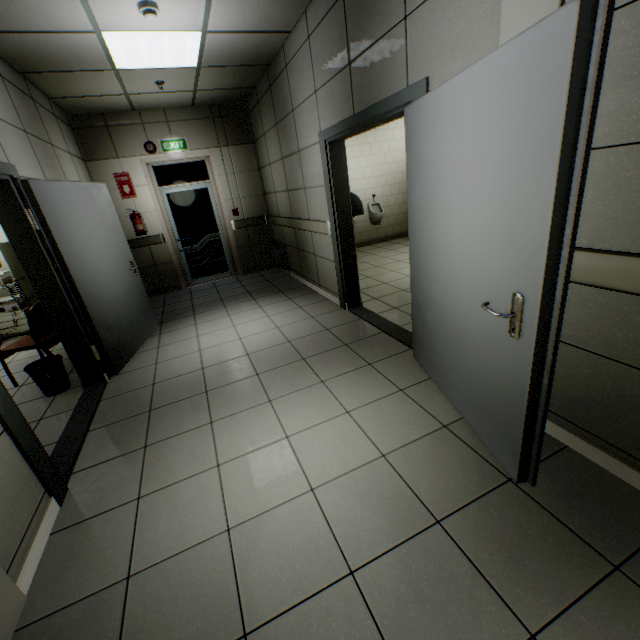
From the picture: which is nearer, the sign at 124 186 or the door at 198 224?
the sign at 124 186

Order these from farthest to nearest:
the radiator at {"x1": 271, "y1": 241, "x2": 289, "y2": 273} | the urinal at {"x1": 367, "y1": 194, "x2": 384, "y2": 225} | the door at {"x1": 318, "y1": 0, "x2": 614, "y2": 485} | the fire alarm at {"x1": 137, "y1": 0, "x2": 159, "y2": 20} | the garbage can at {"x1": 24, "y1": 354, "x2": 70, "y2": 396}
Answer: the urinal at {"x1": 367, "y1": 194, "x2": 384, "y2": 225} < the radiator at {"x1": 271, "y1": 241, "x2": 289, "y2": 273} < the garbage can at {"x1": 24, "y1": 354, "x2": 70, "y2": 396} < the fire alarm at {"x1": 137, "y1": 0, "x2": 159, "y2": 20} < the door at {"x1": 318, "y1": 0, "x2": 614, "y2": 485}

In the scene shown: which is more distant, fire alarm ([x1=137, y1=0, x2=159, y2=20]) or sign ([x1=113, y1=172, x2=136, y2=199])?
sign ([x1=113, y1=172, x2=136, y2=199])

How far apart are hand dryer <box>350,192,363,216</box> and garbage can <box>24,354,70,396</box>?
3.70m

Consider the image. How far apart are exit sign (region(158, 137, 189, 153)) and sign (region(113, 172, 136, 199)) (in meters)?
0.74

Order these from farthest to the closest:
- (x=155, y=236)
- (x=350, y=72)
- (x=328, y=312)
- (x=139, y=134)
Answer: (x=155, y=236)
(x=139, y=134)
(x=328, y=312)
(x=350, y=72)

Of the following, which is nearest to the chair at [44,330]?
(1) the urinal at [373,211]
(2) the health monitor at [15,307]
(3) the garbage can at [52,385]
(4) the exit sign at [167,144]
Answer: (3) the garbage can at [52,385]

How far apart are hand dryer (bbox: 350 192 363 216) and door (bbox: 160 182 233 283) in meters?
3.6 m
